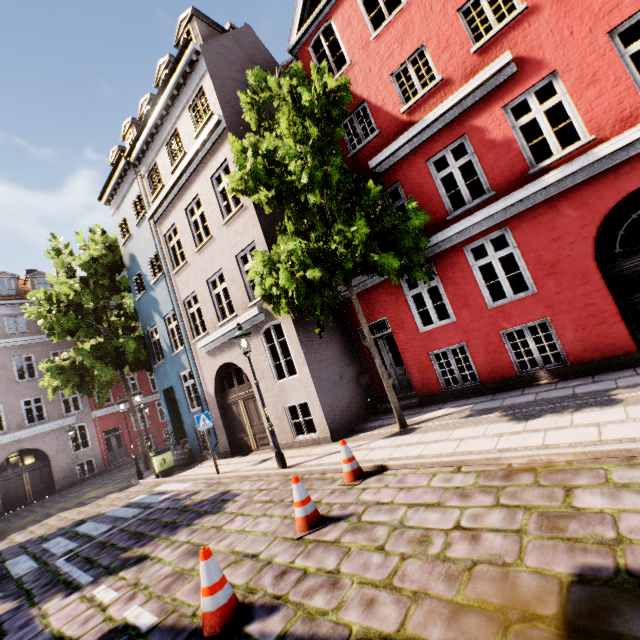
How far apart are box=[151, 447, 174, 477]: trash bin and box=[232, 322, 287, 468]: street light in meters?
7.1

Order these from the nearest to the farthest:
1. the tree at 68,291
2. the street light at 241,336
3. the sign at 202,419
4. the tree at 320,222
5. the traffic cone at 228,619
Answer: the traffic cone at 228,619, the tree at 320,222, the street light at 241,336, the sign at 202,419, the tree at 68,291

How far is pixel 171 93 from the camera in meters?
11.7

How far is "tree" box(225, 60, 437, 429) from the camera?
6.6 meters

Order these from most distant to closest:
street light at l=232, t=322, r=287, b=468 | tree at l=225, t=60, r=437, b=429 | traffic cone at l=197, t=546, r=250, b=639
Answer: street light at l=232, t=322, r=287, b=468 < tree at l=225, t=60, r=437, b=429 < traffic cone at l=197, t=546, r=250, b=639

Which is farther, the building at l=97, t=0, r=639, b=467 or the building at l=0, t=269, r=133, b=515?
the building at l=0, t=269, r=133, b=515

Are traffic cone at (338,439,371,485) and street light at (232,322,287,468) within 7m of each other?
yes

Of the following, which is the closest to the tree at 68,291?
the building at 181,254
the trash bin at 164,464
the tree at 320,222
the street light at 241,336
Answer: the building at 181,254
